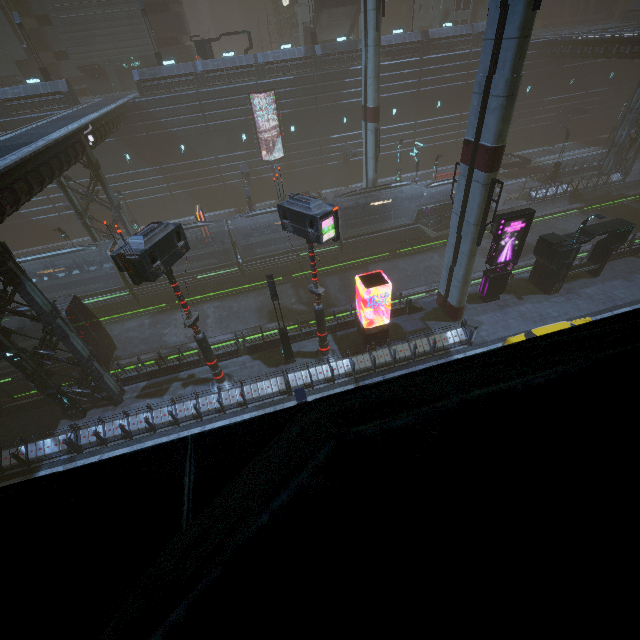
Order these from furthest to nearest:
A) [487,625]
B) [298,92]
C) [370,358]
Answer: [298,92], [370,358], [487,625]

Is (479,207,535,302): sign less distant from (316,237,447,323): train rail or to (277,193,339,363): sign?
(316,237,447,323): train rail

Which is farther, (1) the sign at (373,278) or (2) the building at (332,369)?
(2) the building at (332,369)

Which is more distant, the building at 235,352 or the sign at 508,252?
the building at 235,352

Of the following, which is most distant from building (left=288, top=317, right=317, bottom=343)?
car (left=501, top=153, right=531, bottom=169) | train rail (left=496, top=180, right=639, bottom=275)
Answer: car (left=501, top=153, right=531, bottom=169)

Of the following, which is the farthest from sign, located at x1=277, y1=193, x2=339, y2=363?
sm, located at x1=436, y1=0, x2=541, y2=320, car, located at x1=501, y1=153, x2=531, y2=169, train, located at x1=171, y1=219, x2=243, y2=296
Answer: car, located at x1=501, y1=153, x2=531, y2=169

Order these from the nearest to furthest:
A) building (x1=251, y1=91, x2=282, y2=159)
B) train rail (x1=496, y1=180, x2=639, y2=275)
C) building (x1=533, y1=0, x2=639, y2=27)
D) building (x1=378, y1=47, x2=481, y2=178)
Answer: train rail (x1=496, y1=180, x2=639, y2=275) < building (x1=251, y1=91, x2=282, y2=159) < building (x1=378, y1=47, x2=481, y2=178) < building (x1=533, y1=0, x2=639, y2=27)

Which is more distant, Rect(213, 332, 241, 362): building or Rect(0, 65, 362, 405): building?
Rect(213, 332, 241, 362): building
